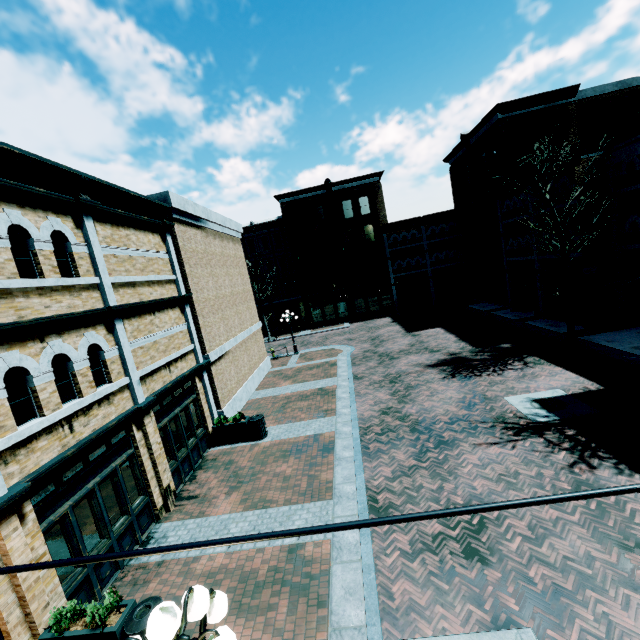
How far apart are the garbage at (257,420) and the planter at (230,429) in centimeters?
5cm

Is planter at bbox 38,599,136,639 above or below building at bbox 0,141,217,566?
below

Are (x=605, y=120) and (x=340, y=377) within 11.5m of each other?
no

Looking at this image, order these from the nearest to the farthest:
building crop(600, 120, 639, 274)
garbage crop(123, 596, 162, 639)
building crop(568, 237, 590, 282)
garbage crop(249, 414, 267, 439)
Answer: garbage crop(123, 596, 162, 639) < garbage crop(249, 414, 267, 439) < building crop(600, 120, 639, 274) < building crop(568, 237, 590, 282)

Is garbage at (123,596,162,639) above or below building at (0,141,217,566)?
below

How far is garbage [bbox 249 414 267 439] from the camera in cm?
1259

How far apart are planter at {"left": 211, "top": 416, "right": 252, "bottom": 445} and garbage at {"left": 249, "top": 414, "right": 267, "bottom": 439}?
0.05m

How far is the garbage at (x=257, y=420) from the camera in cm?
1259
